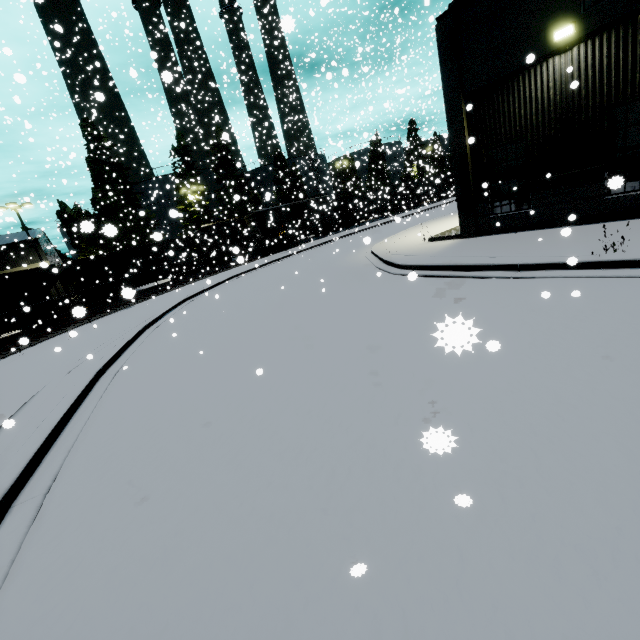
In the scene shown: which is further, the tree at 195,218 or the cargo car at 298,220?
the tree at 195,218

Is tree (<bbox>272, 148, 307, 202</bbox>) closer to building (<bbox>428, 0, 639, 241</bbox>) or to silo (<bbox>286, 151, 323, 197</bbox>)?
silo (<bbox>286, 151, 323, 197</bbox>)

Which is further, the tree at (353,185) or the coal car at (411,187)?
the coal car at (411,187)

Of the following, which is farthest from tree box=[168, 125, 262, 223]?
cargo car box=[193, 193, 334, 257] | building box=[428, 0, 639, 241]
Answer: building box=[428, 0, 639, 241]

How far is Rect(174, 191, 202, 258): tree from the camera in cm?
3901

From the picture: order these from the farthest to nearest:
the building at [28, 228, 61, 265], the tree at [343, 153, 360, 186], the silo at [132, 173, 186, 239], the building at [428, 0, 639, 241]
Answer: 1. the tree at [343, 153, 360, 186]
2. the silo at [132, 173, 186, 239]
3. the building at [28, 228, 61, 265]
4. the building at [428, 0, 639, 241]

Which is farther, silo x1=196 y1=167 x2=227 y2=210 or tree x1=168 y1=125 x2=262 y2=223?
silo x1=196 y1=167 x2=227 y2=210

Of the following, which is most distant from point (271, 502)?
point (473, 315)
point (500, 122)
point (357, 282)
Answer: point (500, 122)
